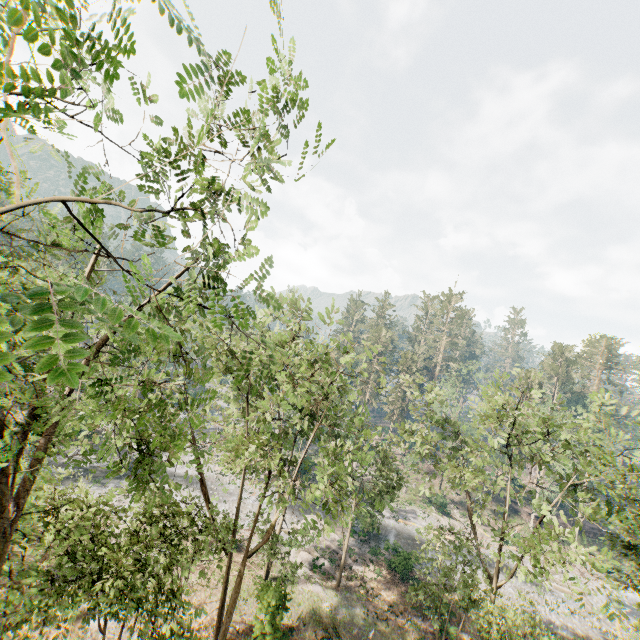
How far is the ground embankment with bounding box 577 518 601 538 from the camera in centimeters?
4782cm

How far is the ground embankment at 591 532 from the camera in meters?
47.8

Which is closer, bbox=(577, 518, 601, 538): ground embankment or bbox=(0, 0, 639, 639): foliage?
bbox=(0, 0, 639, 639): foliage

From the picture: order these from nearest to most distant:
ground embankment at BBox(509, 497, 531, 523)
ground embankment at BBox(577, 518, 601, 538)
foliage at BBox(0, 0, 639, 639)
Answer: foliage at BBox(0, 0, 639, 639) → ground embankment at BBox(577, 518, 601, 538) → ground embankment at BBox(509, 497, 531, 523)

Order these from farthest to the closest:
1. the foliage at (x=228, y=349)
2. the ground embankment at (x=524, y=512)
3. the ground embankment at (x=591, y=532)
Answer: the ground embankment at (x=524, y=512)
the ground embankment at (x=591, y=532)
the foliage at (x=228, y=349)

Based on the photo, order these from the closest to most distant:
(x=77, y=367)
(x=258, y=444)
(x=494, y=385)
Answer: (x=77, y=367)
(x=258, y=444)
(x=494, y=385)
